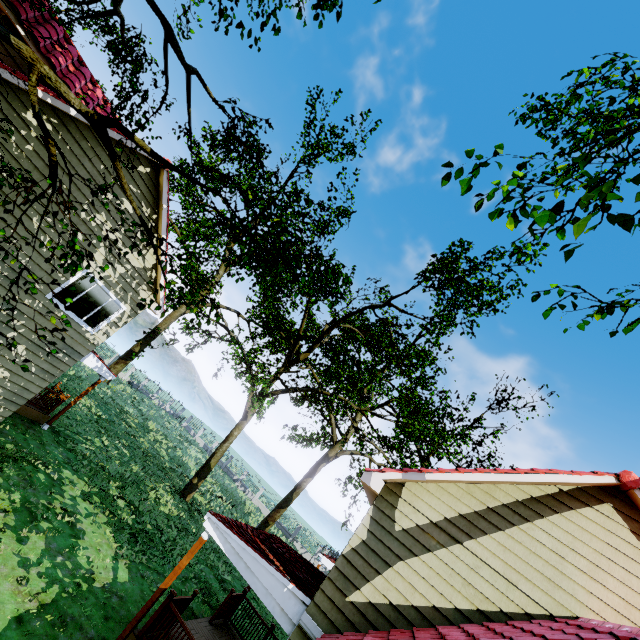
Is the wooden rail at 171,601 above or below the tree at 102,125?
below

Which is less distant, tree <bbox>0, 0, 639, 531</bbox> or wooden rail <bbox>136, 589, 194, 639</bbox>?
tree <bbox>0, 0, 639, 531</bbox>

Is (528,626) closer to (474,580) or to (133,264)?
(474,580)

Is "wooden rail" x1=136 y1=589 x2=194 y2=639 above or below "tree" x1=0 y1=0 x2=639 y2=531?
below

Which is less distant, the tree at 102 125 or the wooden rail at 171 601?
the tree at 102 125
